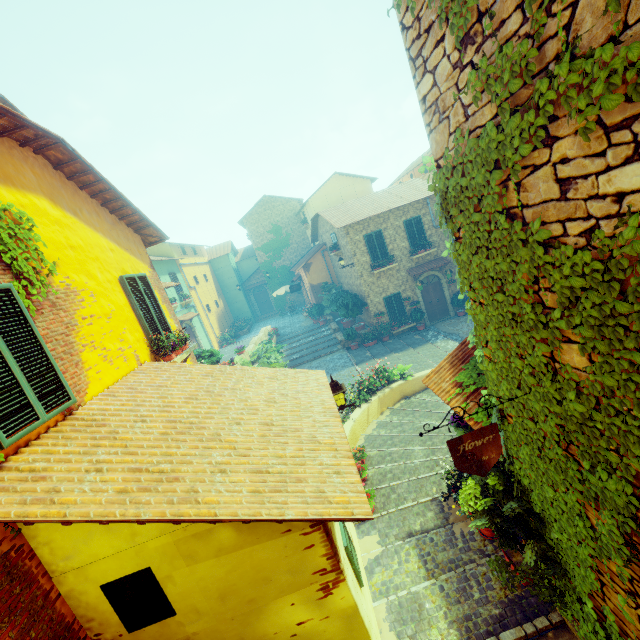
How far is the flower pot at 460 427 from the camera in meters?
5.7 m

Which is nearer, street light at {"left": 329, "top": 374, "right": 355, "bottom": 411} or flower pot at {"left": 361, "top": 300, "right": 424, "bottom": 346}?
street light at {"left": 329, "top": 374, "right": 355, "bottom": 411}

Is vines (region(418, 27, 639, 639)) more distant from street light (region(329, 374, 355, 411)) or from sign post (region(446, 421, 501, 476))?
street light (region(329, 374, 355, 411))

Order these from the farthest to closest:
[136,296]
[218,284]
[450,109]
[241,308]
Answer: [241,308] → [218,284] → [136,296] → [450,109]

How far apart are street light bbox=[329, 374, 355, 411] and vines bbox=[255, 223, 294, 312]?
25.67m

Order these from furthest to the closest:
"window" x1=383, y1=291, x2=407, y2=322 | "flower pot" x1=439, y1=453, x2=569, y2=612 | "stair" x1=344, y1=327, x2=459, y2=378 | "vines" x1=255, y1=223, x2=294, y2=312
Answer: "vines" x1=255, y1=223, x2=294, y2=312
"window" x1=383, y1=291, x2=407, y2=322
"stair" x1=344, y1=327, x2=459, y2=378
"flower pot" x1=439, y1=453, x2=569, y2=612

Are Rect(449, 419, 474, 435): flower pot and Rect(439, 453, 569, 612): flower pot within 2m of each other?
yes

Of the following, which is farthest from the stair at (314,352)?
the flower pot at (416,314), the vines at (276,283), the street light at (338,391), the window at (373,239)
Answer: the vines at (276,283)
